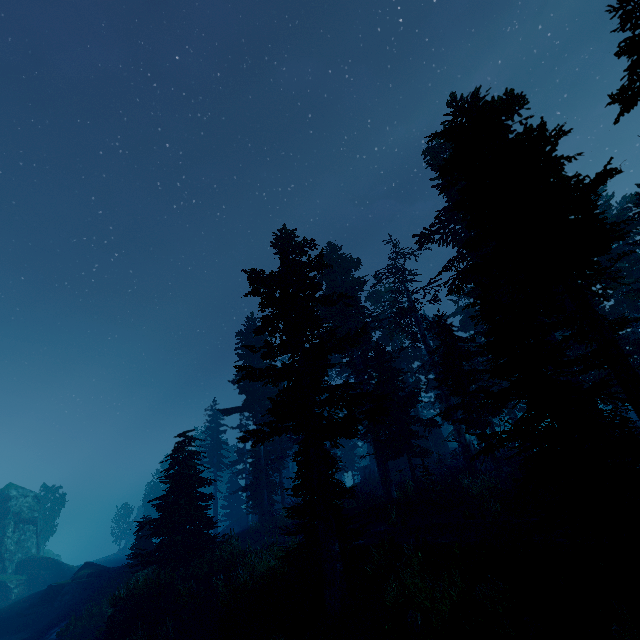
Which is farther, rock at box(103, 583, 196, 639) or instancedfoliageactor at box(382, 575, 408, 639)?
rock at box(103, 583, 196, 639)

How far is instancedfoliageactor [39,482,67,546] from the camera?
52.0 meters

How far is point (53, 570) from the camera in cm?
4106

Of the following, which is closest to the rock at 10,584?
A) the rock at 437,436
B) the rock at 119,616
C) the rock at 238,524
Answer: the rock at 238,524

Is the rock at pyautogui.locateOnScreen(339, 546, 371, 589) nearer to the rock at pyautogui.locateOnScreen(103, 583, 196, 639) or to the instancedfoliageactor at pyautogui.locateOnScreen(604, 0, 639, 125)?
the instancedfoliageactor at pyautogui.locateOnScreen(604, 0, 639, 125)

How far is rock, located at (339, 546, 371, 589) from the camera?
12.24m

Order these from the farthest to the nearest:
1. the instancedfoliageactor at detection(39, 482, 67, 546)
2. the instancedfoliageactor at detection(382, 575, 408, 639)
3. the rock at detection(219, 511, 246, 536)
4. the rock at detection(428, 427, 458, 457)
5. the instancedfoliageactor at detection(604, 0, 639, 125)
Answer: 1. the instancedfoliageactor at detection(39, 482, 67, 546)
2. the rock at detection(219, 511, 246, 536)
3. the rock at detection(428, 427, 458, 457)
4. the instancedfoliageactor at detection(382, 575, 408, 639)
5. the instancedfoliageactor at detection(604, 0, 639, 125)

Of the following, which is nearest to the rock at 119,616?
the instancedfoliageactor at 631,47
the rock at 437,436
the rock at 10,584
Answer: the instancedfoliageactor at 631,47
